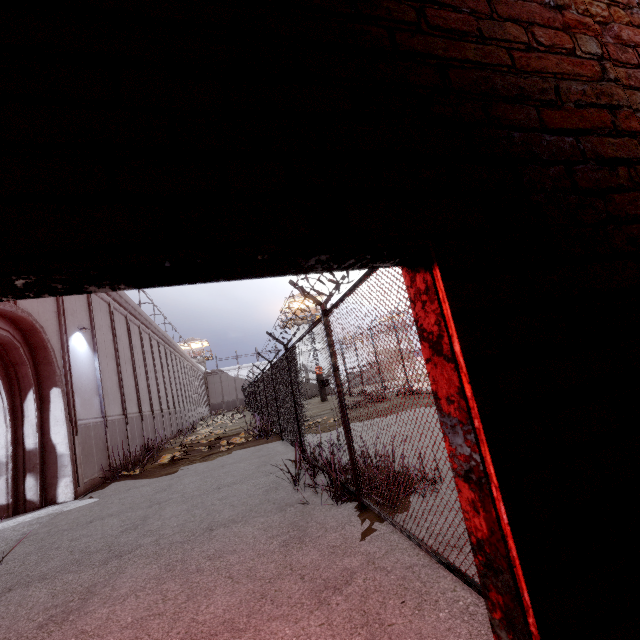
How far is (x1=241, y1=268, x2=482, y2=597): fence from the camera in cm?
302

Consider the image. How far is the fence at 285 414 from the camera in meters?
3.0 m

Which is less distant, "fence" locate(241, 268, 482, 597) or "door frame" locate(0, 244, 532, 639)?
"door frame" locate(0, 244, 532, 639)

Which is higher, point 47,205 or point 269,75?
point 269,75
